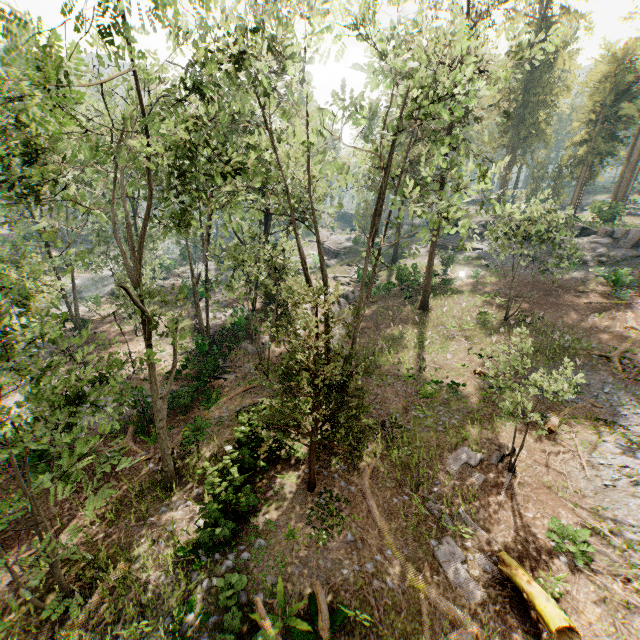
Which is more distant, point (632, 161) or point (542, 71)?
point (542, 71)

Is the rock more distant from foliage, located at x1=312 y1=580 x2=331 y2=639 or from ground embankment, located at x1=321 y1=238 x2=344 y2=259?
ground embankment, located at x1=321 y1=238 x2=344 y2=259

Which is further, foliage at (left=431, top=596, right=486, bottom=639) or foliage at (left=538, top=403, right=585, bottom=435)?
foliage at (left=538, top=403, right=585, bottom=435)

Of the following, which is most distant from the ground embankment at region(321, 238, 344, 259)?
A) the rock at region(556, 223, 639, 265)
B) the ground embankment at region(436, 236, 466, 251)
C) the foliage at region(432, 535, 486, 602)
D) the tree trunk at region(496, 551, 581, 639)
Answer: the tree trunk at region(496, 551, 581, 639)

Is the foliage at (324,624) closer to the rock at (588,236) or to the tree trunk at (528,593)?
the rock at (588,236)

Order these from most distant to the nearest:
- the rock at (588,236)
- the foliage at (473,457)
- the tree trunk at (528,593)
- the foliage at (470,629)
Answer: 1. the rock at (588,236)
2. the foliage at (473,457)
3. the foliage at (470,629)
4. the tree trunk at (528,593)

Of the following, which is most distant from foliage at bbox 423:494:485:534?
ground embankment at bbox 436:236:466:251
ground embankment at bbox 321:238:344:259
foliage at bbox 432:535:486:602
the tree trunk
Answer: foliage at bbox 432:535:486:602

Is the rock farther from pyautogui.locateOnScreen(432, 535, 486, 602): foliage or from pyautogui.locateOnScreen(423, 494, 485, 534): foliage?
pyautogui.locateOnScreen(432, 535, 486, 602): foliage
